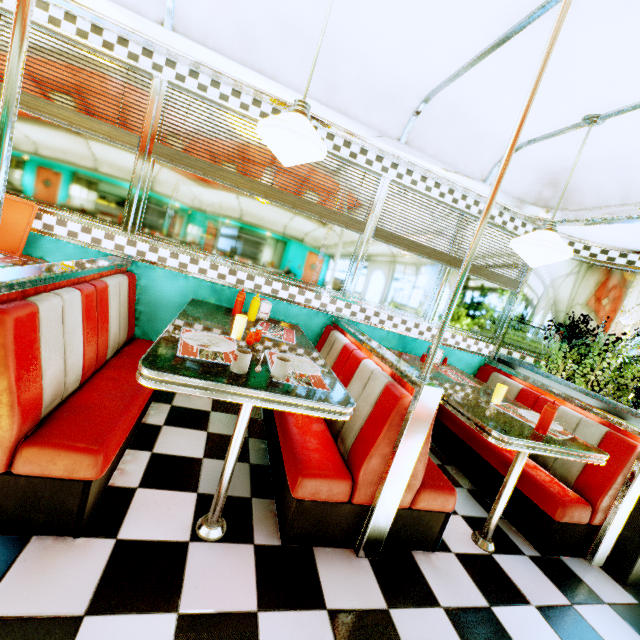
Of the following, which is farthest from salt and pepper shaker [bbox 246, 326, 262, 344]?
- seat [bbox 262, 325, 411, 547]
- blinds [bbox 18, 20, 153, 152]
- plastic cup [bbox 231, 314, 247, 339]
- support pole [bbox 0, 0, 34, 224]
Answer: blinds [bbox 18, 20, 153, 152]

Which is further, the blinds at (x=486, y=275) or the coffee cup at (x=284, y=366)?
the blinds at (x=486, y=275)

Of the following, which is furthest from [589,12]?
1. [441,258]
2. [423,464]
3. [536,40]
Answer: [423,464]

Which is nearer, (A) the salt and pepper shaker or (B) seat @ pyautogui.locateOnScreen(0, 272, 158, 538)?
(B) seat @ pyautogui.locateOnScreen(0, 272, 158, 538)

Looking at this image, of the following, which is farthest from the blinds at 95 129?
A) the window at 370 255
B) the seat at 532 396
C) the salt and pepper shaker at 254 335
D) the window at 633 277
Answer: the window at 633 277

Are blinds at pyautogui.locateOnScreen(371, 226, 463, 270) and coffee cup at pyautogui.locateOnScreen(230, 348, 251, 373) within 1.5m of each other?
no

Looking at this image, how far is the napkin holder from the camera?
2.8m

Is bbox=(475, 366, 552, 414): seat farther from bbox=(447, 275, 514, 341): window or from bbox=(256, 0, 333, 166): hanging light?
bbox=(256, 0, 333, 166): hanging light
